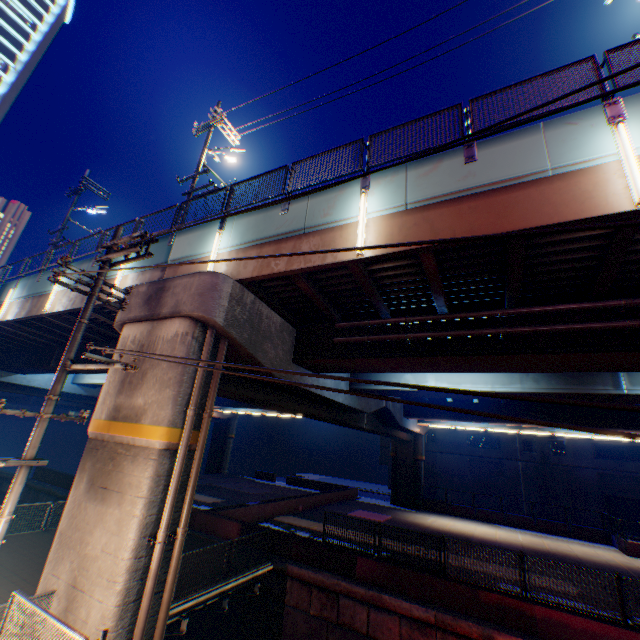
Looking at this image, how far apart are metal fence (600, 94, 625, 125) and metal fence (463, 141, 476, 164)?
2.23m

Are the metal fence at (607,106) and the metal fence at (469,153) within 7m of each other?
yes

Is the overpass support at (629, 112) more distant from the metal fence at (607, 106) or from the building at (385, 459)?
the building at (385, 459)

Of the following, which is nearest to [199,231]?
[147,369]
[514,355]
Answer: [147,369]

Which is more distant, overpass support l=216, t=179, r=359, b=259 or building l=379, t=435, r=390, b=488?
building l=379, t=435, r=390, b=488

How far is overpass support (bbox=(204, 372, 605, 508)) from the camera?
12.35m

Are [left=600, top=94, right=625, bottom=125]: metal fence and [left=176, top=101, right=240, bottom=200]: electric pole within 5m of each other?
no

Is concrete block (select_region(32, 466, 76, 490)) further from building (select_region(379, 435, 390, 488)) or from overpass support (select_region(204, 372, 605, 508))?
building (select_region(379, 435, 390, 488))
